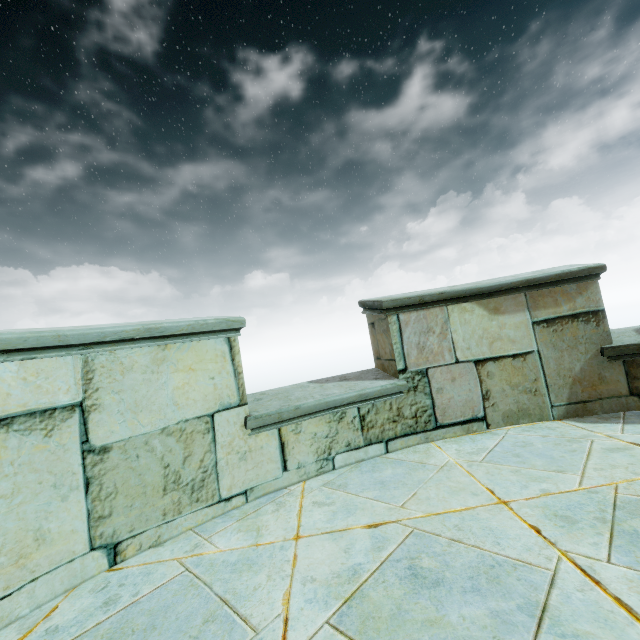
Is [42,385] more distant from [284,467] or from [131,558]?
[284,467]
